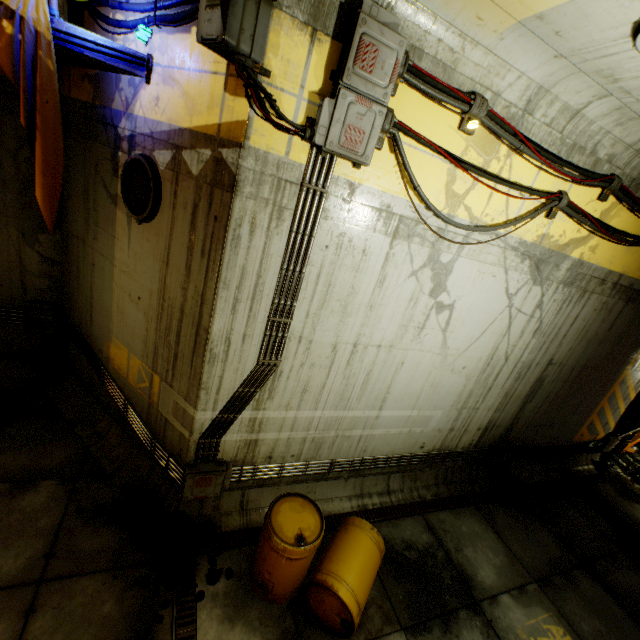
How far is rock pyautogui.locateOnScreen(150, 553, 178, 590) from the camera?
4.2 meters

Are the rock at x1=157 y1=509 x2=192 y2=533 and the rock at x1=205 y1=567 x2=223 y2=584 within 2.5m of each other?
yes

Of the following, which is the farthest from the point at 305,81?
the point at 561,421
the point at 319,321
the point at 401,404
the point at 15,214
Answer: the point at 561,421

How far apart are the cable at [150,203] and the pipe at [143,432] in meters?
2.8 m

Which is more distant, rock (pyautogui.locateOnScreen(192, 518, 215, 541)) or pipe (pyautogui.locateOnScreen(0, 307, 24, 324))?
pipe (pyautogui.locateOnScreen(0, 307, 24, 324))

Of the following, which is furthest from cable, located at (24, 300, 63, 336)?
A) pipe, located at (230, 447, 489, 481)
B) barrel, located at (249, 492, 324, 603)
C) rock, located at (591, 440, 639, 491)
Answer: rock, located at (591, 440, 639, 491)

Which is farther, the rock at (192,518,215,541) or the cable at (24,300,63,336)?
the cable at (24,300,63,336)

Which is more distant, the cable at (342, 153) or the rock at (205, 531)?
the rock at (205, 531)
